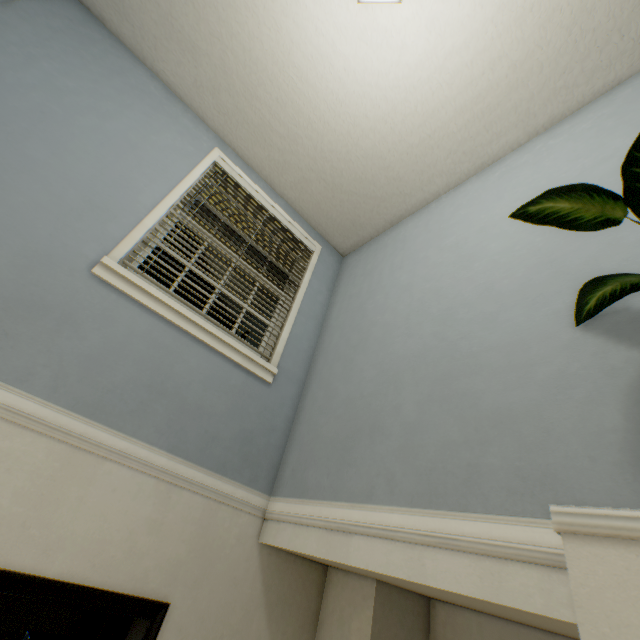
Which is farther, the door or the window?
the window

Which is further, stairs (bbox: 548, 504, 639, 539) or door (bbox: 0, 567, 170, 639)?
door (bbox: 0, 567, 170, 639)

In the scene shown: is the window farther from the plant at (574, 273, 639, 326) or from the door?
the plant at (574, 273, 639, 326)

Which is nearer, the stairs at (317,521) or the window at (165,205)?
the stairs at (317,521)

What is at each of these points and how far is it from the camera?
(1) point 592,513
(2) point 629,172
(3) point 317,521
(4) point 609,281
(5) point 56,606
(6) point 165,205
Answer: (1) stairs, 0.64m
(2) plant, 0.77m
(3) stairs, 1.68m
(4) plant, 1.16m
(5) door, 1.41m
(6) window, 2.24m

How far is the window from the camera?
1.9m

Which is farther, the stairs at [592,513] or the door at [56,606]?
the door at [56,606]
